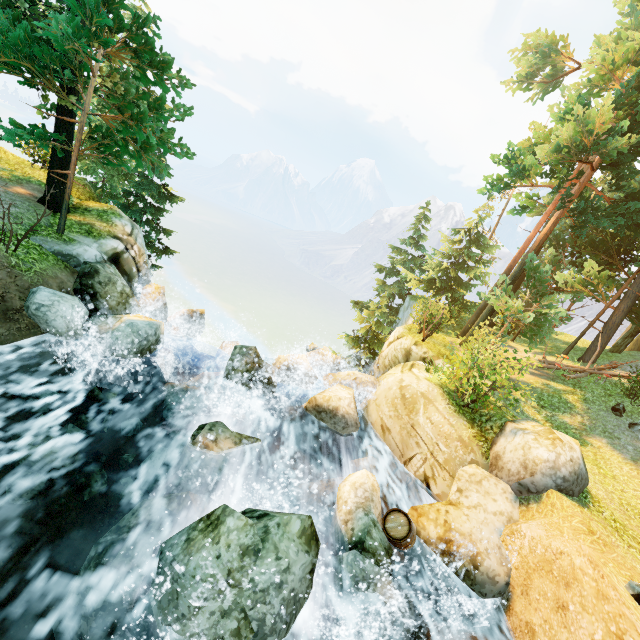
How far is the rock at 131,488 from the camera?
6.67m

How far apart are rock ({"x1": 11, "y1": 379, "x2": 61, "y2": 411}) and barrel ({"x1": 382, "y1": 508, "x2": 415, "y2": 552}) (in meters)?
7.97

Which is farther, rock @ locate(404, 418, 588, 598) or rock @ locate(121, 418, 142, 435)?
rock @ locate(121, 418, 142, 435)

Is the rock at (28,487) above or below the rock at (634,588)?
below

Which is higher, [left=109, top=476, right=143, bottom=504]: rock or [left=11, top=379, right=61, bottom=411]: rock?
[left=11, top=379, right=61, bottom=411]: rock

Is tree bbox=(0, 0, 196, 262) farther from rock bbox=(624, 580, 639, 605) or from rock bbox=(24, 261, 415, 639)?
rock bbox=(624, 580, 639, 605)

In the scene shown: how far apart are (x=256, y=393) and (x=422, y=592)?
6.6 meters
